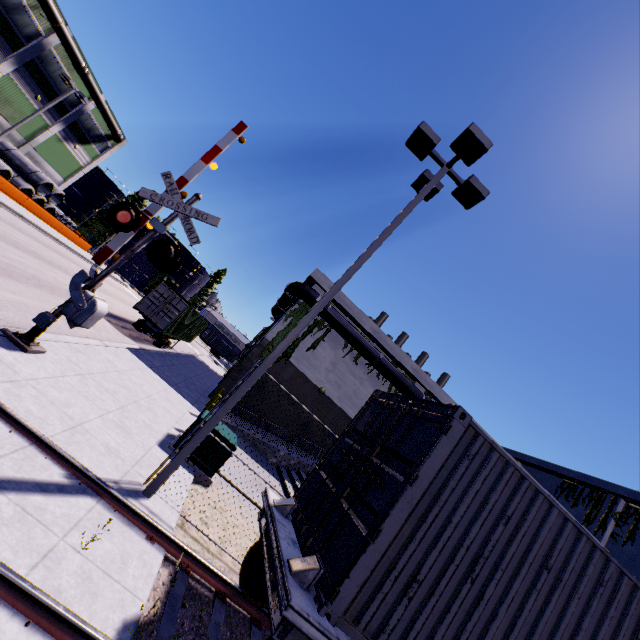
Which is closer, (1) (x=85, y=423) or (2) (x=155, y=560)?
(2) (x=155, y=560)

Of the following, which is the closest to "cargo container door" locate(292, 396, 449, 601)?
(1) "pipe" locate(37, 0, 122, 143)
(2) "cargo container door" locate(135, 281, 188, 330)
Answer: (2) "cargo container door" locate(135, 281, 188, 330)

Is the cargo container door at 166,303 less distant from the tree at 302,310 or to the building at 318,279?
the building at 318,279

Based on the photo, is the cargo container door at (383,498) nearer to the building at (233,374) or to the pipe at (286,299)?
the building at (233,374)

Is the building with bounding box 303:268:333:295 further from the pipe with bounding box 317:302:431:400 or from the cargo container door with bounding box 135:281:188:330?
the cargo container door with bounding box 135:281:188:330

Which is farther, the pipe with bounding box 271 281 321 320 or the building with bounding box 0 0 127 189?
the building with bounding box 0 0 127 189

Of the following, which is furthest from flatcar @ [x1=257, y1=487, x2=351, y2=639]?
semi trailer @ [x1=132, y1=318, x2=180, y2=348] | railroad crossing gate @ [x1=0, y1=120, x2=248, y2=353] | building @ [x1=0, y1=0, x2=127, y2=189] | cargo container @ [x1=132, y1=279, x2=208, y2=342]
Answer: semi trailer @ [x1=132, y1=318, x2=180, y2=348]

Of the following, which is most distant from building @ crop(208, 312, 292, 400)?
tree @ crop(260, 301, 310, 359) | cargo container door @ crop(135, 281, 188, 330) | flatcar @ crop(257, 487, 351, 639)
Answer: cargo container door @ crop(135, 281, 188, 330)
